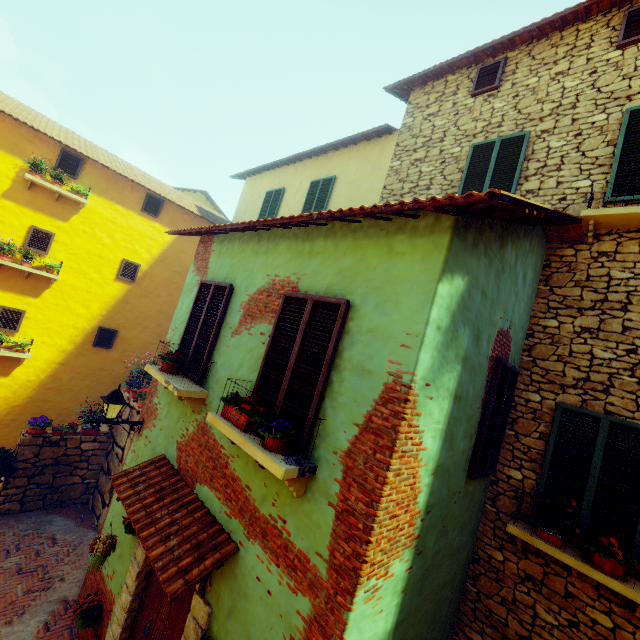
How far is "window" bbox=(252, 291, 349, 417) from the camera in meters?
3.5

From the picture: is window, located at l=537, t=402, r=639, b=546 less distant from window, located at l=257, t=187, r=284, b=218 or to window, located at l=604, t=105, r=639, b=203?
window, located at l=604, t=105, r=639, b=203

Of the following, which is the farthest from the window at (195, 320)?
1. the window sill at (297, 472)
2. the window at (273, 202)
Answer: the window at (273, 202)

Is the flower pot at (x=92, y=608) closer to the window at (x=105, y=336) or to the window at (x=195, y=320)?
the window at (x=195, y=320)

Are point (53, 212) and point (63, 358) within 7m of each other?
yes

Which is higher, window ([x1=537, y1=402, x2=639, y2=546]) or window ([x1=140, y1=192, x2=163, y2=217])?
window ([x1=140, y1=192, x2=163, y2=217])

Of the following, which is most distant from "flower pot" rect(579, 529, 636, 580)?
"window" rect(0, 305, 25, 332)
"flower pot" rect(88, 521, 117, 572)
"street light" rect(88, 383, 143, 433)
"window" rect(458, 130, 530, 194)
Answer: "window" rect(0, 305, 25, 332)

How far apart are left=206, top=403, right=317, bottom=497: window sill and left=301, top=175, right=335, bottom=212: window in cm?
692
